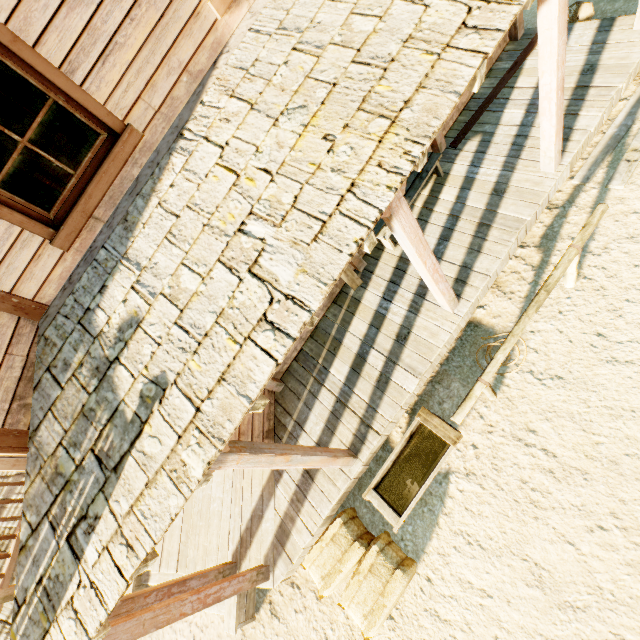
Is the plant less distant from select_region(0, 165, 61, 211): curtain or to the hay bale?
select_region(0, 165, 61, 211): curtain

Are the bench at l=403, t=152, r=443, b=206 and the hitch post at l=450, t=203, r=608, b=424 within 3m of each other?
yes

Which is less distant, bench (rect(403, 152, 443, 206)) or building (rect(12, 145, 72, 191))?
bench (rect(403, 152, 443, 206))

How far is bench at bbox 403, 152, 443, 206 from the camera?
5.11m

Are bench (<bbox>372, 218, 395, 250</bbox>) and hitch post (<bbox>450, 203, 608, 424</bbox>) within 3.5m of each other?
yes

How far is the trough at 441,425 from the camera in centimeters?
396cm

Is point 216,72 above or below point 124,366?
above

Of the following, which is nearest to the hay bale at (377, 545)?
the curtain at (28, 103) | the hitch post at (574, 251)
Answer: the hitch post at (574, 251)
